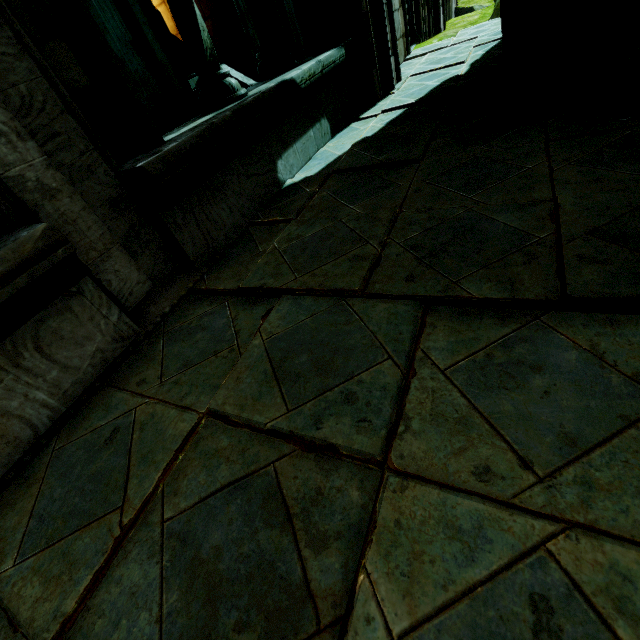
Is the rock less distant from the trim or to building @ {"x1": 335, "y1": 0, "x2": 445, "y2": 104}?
building @ {"x1": 335, "y1": 0, "x2": 445, "y2": 104}

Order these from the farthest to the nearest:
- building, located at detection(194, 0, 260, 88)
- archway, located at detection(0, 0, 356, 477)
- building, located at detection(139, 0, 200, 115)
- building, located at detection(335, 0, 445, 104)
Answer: building, located at detection(139, 0, 200, 115)
building, located at detection(194, 0, 260, 88)
building, located at detection(335, 0, 445, 104)
archway, located at detection(0, 0, 356, 477)

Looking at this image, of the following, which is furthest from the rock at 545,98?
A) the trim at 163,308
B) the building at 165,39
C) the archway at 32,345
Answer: the trim at 163,308

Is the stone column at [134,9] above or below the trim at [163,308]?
above

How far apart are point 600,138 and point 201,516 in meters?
2.9

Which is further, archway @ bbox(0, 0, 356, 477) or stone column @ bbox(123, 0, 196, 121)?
stone column @ bbox(123, 0, 196, 121)

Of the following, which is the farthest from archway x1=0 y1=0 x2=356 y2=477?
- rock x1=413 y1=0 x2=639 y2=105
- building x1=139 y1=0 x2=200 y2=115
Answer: rock x1=413 y1=0 x2=639 y2=105

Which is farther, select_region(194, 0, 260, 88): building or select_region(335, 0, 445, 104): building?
select_region(194, 0, 260, 88): building
